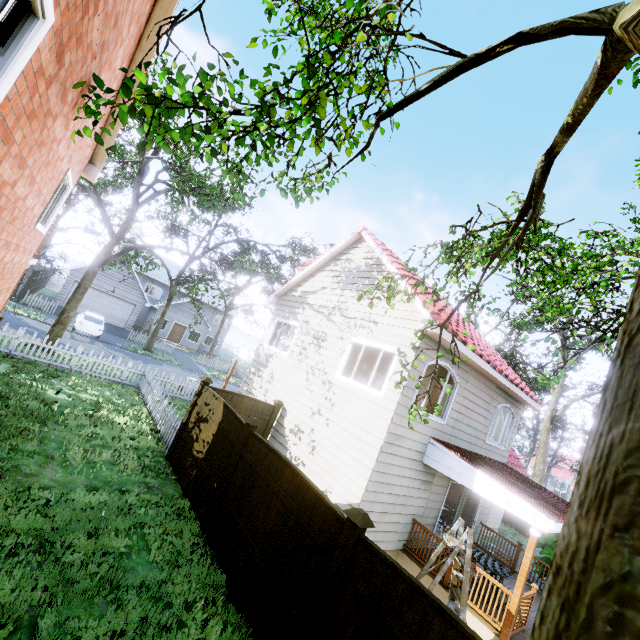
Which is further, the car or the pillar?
the car

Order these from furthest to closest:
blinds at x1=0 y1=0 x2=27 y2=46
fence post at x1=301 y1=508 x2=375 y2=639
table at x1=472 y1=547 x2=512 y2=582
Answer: table at x1=472 y1=547 x2=512 y2=582 → fence post at x1=301 y1=508 x2=375 y2=639 → blinds at x1=0 y1=0 x2=27 y2=46

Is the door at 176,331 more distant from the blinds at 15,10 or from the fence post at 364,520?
the blinds at 15,10

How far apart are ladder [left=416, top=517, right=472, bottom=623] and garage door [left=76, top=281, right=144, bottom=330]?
30.14m

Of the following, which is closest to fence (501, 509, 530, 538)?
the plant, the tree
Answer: the tree

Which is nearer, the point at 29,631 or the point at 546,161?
the point at 29,631

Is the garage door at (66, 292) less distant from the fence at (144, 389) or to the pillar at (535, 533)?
the fence at (144, 389)

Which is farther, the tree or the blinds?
the blinds
